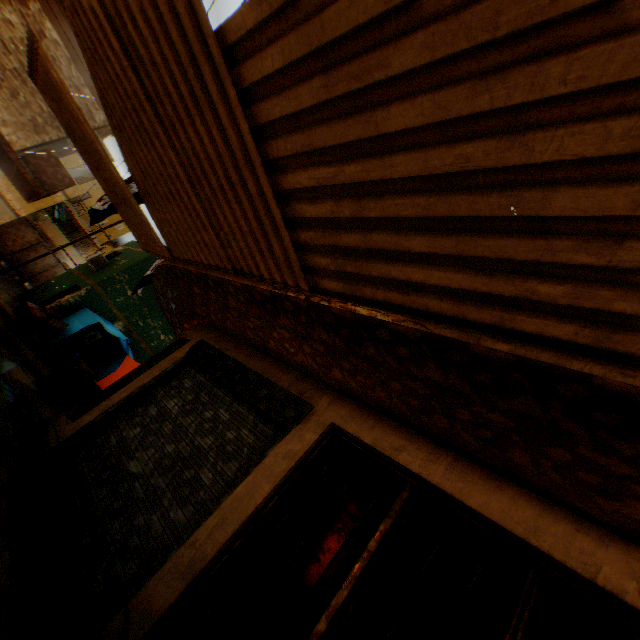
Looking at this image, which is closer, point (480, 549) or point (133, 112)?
point (480, 549)

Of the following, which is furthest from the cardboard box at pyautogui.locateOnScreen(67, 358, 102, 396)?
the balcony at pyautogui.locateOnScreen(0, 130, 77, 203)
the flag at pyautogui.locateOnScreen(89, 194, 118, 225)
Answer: the flag at pyautogui.locateOnScreen(89, 194, 118, 225)

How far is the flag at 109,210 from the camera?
7.3m

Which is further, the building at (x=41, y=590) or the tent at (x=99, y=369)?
the tent at (x=99, y=369)

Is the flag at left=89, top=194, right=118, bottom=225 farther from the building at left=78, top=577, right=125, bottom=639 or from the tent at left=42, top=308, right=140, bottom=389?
the tent at left=42, top=308, right=140, bottom=389

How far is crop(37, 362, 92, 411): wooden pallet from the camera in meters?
8.1 m

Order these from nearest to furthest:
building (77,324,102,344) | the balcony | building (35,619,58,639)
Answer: building (35,619,58,639) < the balcony < building (77,324,102,344)
